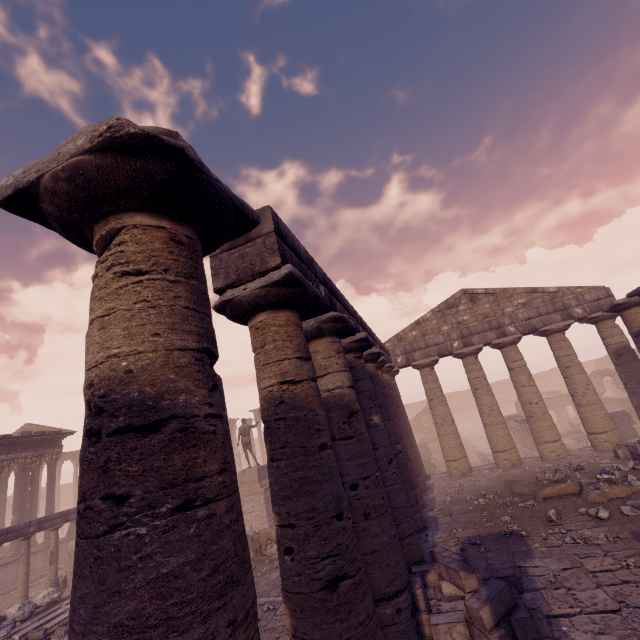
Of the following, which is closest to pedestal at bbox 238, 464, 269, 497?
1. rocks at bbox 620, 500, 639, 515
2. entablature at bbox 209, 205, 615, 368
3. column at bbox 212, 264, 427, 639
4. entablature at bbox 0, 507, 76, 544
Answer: entablature at bbox 0, 507, 76, 544

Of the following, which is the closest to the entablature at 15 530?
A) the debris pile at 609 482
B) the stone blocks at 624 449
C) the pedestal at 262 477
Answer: the pedestal at 262 477

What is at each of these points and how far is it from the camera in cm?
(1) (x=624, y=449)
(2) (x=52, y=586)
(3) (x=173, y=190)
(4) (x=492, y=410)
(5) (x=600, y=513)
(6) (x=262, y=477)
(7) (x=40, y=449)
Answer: (1) stone blocks, 1174
(2) building debris, 1272
(3) column, 230
(4) column, 1499
(5) rocks, 760
(6) pedestal, 1795
(7) building, 1950

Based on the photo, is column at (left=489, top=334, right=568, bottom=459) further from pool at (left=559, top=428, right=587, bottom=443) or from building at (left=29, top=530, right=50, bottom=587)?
building at (left=29, top=530, right=50, bottom=587)

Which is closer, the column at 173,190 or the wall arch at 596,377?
the column at 173,190

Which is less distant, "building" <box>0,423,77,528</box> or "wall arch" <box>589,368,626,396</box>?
"building" <box>0,423,77,528</box>

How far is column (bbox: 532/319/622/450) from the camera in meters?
13.5 m

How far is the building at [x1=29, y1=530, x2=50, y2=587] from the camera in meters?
17.2
